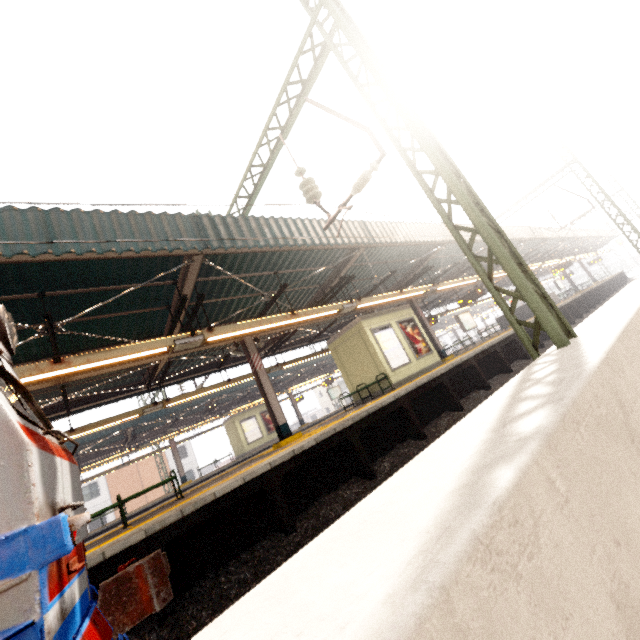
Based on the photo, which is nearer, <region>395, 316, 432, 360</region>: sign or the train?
the train

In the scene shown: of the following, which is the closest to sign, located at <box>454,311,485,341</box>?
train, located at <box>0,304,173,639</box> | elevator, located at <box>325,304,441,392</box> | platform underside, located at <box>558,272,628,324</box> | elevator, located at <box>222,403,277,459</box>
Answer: platform underside, located at <box>558,272,628,324</box>

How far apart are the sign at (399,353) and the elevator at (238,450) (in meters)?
15.04

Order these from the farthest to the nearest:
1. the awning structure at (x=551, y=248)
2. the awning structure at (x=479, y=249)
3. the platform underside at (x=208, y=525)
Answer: the awning structure at (x=551, y=248)
the awning structure at (x=479, y=249)
the platform underside at (x=208, y=525)

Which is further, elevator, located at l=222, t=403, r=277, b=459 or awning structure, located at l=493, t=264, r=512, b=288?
elevator, located at l=222, t=403, r=277, b=459

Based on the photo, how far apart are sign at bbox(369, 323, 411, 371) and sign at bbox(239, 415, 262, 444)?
15.0 meters

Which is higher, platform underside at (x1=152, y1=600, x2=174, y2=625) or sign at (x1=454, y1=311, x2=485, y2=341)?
sign at (x1=454, y1=311, x2=485, y2=341)

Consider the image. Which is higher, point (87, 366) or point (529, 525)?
point (87, 366)
